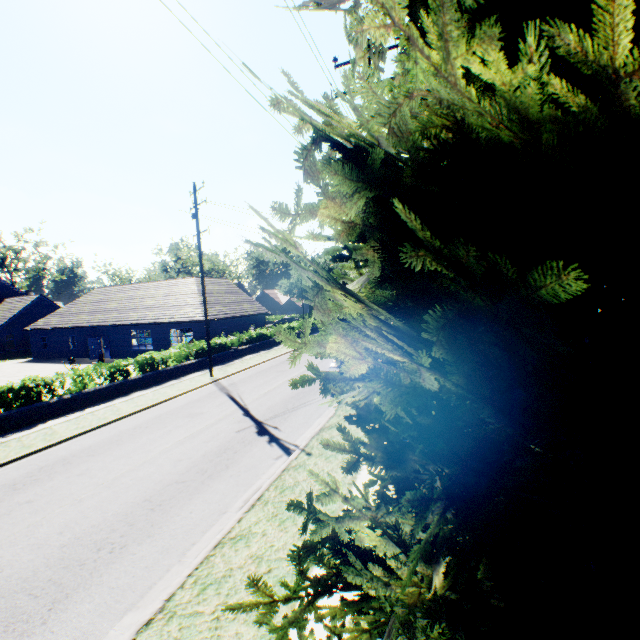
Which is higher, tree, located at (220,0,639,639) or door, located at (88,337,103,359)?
tree, located at (220,0,639,639)

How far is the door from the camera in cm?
3203

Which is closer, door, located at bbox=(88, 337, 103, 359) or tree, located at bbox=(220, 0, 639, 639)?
tree, located at bbox=(220, 0, 639, 639)

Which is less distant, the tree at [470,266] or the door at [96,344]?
the tree at [470,266]

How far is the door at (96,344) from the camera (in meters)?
32.03

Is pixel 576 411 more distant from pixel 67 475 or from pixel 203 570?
pixel 67 475
